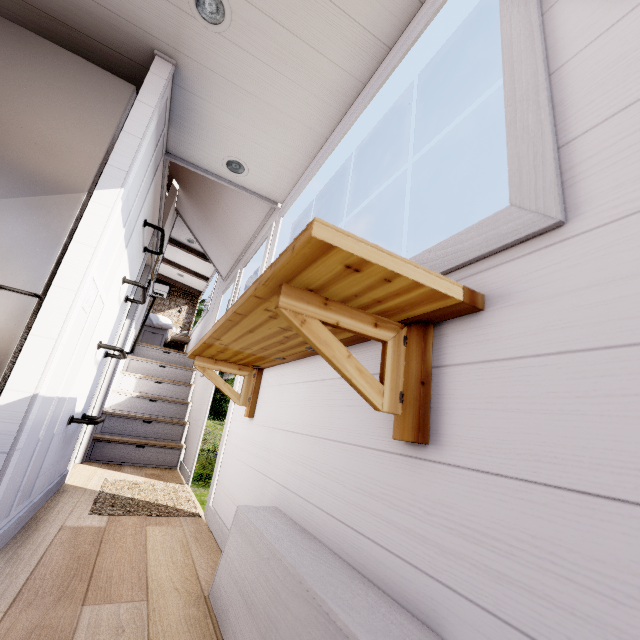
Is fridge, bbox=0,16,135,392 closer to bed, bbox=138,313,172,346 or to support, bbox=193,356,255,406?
support, bbox=193,356,255,406

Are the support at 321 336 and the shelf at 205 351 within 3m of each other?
yes

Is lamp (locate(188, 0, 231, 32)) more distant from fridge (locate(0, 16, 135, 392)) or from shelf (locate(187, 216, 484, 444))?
shelf (locate(187, 216, 484, 444))

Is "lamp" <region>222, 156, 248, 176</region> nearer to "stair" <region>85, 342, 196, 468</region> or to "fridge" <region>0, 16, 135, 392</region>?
"fridge" <region>0, 16, 135, 392</region>

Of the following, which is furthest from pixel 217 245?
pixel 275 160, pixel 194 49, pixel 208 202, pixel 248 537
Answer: pixel 248 537

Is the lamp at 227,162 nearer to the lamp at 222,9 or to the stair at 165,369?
the lamp at 222,9

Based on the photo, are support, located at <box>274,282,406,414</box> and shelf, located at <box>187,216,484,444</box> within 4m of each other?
yes

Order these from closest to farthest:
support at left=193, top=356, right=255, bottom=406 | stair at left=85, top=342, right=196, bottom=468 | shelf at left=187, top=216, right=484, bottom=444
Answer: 1. shelf at left=187, top=216, right=484, bottom=444
2. support at left=193, top=356, right=255, bottom=406
3. stair at left=85, top=342, right=196, bottom=468
